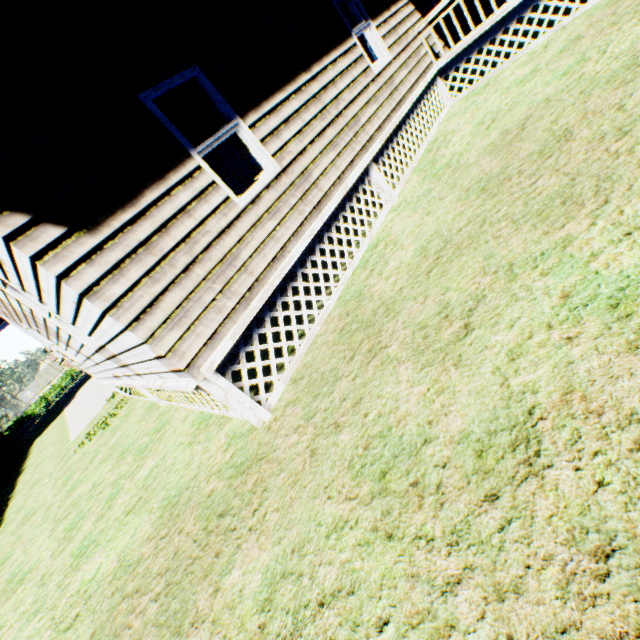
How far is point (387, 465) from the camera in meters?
2.4 m

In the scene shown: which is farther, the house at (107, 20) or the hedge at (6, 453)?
the hedge at (6, 453)

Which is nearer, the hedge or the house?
the house
